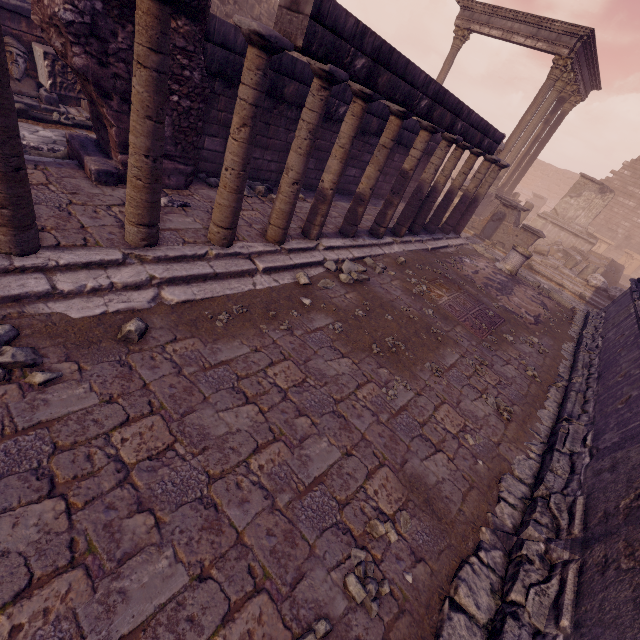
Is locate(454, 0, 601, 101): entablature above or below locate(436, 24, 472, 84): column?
above

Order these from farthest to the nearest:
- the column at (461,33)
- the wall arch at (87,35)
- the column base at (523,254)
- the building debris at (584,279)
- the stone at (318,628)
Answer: the column at (461,33) → the building debris at (584,279) → the column base at (523,254) → the wall arch at (87,35) → the stone at (318,628)

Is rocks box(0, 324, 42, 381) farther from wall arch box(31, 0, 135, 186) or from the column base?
the column base

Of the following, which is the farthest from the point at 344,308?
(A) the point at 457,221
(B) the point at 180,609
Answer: (A) the point at 457,221

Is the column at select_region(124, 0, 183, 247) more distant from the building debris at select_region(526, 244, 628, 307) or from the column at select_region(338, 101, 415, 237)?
the building debris at select_region(526, 244, 628, 307)

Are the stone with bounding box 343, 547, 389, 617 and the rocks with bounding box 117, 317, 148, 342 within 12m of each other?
yes

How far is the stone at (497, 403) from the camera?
4.3m

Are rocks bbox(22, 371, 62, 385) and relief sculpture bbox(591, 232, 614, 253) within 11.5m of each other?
no
